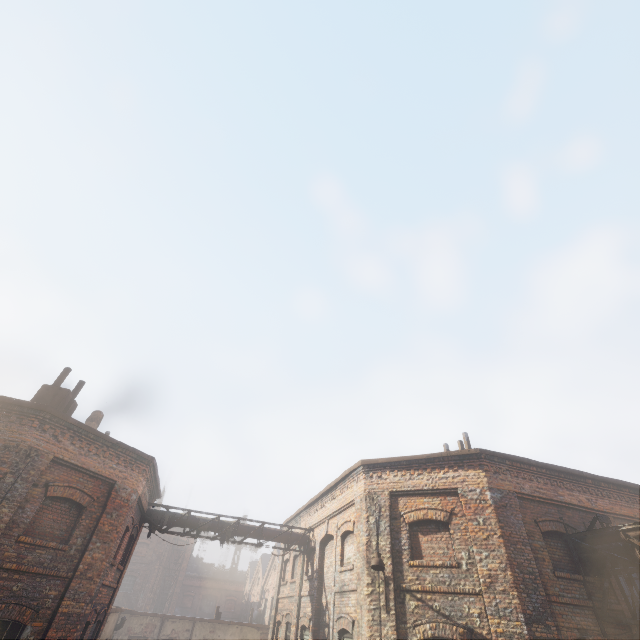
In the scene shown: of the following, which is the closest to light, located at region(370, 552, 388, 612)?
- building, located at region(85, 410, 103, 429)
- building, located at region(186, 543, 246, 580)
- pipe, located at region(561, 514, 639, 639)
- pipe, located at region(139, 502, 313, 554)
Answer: pipe, located at region(561, 514, 639, 639)

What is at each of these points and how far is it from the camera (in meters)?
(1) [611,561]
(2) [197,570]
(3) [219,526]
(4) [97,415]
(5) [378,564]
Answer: (1) pipe, 9.02
(2) building, 48.06
(3) pipe, 15.02
(4) building, 15.39
(5) light, 9.05

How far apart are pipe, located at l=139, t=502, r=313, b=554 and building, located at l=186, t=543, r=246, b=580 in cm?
4324

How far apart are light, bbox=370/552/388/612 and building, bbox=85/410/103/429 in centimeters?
1329cm

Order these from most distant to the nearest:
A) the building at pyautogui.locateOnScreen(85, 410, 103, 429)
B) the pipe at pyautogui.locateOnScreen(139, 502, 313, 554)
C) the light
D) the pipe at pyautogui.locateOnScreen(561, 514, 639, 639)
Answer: the building at pyautogui.locateOnScreen(85, 410, 103, 429)
the pipe at pyautogui.locateOnScreen(139, 502, 313, 554)
the light
the pipe at pyautogui.locateOnScreen(561, 514, 639, 639)

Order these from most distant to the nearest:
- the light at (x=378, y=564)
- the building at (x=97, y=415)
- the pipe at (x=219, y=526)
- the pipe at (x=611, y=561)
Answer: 1. the building at (x=97, y=415)
2. the pipe at (x=219, y=526)
3. the light at (x=378, y=564)
4. the pipe at (x=611, y=561)

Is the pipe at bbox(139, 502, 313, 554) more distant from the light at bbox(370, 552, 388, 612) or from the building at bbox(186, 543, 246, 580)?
the building at bbox(186, 543, 246, 580)

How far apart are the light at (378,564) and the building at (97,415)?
13.3 meters
